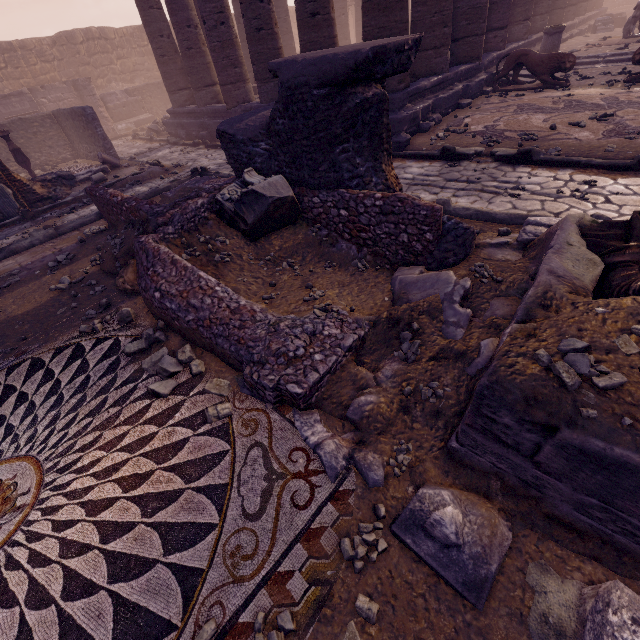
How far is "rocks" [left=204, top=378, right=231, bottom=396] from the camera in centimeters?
299cm

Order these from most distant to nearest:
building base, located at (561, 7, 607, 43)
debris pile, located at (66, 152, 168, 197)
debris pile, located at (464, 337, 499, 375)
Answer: building base, located at (561, 7, 607, 43)
debris pile, located at (66, 152, 168, 197)
debris pile, located at (464, 337, 499, 375)

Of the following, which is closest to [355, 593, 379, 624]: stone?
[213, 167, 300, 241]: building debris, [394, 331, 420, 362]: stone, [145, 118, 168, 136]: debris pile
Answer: [394, 331, 420, 362]: stone

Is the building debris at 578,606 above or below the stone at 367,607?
above

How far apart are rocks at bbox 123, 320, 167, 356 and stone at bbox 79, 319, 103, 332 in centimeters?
75cm

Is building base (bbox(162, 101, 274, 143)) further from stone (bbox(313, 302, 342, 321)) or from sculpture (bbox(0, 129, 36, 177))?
stone (bbox(313, 302, 342, 321))

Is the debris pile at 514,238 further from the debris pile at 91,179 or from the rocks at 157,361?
the debris pile at 91,179

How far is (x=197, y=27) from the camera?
11.30m
